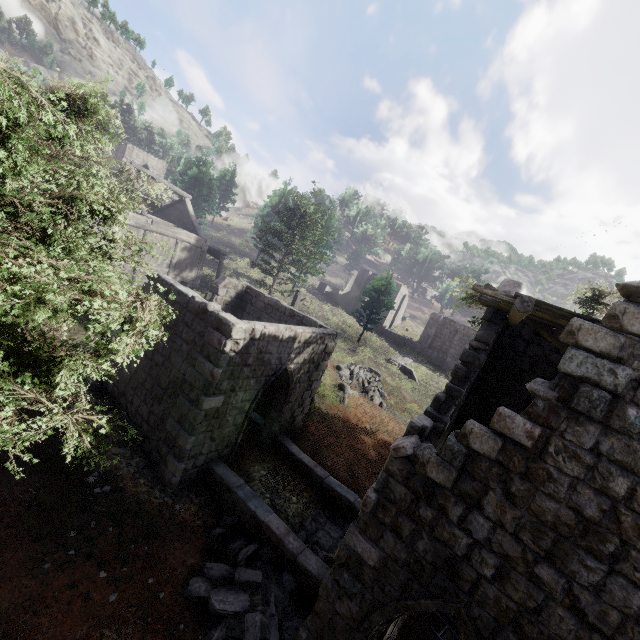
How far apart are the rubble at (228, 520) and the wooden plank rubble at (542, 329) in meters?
7.5

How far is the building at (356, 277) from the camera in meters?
42.5

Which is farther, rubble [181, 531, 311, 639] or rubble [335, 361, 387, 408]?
rubble [335, 361, 387, 408]

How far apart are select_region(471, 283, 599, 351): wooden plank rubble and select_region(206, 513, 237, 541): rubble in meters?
7.5 m

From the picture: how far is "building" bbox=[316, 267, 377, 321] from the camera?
42.5m

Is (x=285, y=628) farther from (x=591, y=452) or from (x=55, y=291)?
(x=55, y=291)

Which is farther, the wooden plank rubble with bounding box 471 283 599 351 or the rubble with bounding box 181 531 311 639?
the rubble with bounding box 181 531 311 639

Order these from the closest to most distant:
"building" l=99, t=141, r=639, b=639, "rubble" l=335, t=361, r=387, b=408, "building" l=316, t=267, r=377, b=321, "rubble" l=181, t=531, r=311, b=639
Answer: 1. "building" l=99, t=141, r=639, b=639
2. "rubble" l=181, t=531, r=311, b=639
3. "rubble" l=335, t=361, r=387, b=408
4. "building" l=316, t=267, r=377, b=321
